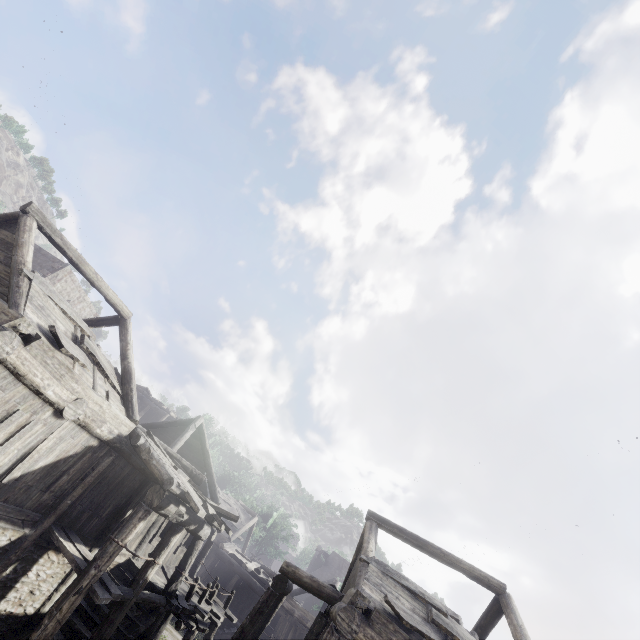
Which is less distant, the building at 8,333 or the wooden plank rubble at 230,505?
the building at 8,333

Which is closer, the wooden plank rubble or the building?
the building

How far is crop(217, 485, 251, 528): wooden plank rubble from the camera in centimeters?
2939cm

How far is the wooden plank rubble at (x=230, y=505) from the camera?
29.4m

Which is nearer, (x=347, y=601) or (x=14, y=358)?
(x=14, y=358)
